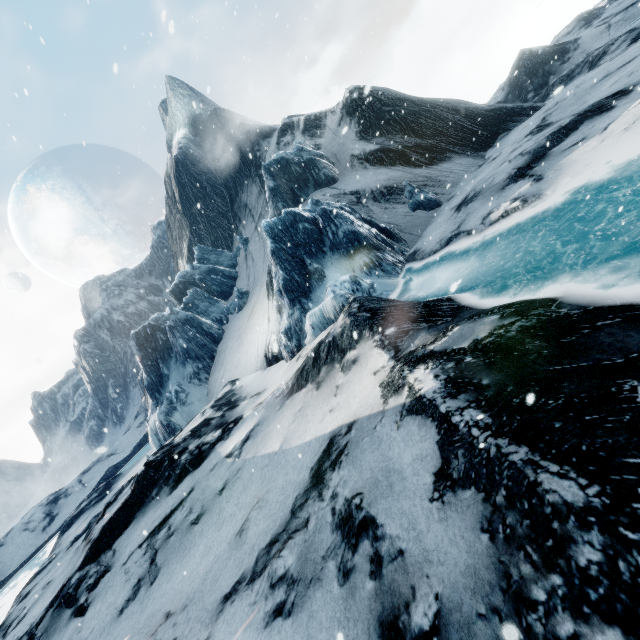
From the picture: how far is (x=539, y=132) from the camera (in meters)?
13.49
